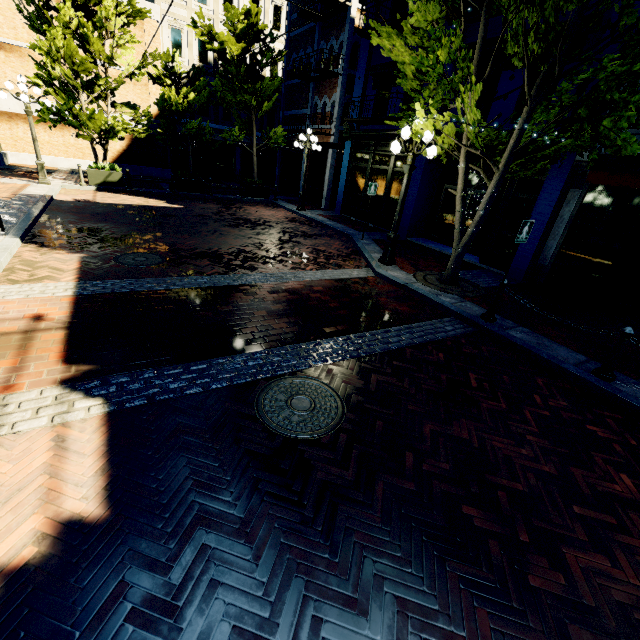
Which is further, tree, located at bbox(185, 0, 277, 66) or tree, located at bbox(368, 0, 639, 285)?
tree, located at bbox(185, 0, 277, 66)

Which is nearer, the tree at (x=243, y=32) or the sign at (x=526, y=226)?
the sign at (x=526, y=226)

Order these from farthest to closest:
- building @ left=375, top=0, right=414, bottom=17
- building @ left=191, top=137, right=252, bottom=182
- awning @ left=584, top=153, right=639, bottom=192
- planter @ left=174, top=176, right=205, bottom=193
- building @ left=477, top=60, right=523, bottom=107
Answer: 1. building @ left=191, top=137, right=252, bottom=182
2. planter @ left=174, top=176, right=205, bottom=193
3. building @ left=375, top=0, right=414, bottom=17
4. building @ left=477, top=60, right=523, bottom=107
5. awning @ left=584, top=153, right=639, bottom=192

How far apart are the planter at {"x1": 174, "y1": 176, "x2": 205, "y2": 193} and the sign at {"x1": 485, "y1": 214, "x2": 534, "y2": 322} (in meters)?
15.56

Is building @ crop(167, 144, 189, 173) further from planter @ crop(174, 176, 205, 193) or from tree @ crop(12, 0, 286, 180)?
planter @ crop(174, 176, 205, 193)

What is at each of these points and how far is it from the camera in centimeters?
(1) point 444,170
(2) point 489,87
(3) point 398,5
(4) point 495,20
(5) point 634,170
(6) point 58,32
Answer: (1) building, 1259cm
(2) building, 1019cm
(3) building, 1280cm
(4) building, 970cm
(5) awning, 651cm
(6) tree, 1135cm

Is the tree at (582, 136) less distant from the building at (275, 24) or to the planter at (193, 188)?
the building at (275, 24)

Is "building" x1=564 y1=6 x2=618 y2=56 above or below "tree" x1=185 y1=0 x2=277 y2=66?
below
